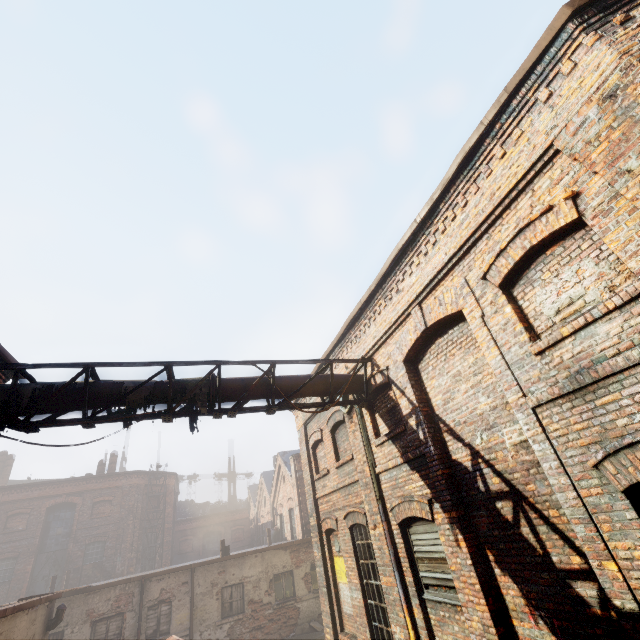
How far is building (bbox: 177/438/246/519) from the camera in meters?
41.9

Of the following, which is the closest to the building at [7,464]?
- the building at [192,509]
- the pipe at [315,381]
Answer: the building at [192,509]

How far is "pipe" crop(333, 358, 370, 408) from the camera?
7.9 meters

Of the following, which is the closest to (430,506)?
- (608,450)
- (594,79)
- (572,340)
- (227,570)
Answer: (608,450)

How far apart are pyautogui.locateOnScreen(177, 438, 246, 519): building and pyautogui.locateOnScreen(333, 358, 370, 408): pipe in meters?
43.2 m

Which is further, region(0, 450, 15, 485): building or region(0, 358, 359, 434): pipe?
region(0, 450, 15, 485): building

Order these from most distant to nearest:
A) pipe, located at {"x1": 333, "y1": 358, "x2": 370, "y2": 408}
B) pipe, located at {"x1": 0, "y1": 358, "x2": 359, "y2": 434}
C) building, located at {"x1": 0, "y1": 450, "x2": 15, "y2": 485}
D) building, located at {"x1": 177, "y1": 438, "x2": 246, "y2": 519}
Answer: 1. building, located at {"x1": 177, "y1": 438, "x2": 246, "y2": 519}
2. building, located at {"x1": 0, "y1": 450, "x2": 15, "y2": 485}
3. pipe, located at {"x1": 333, "y1": 358, "x2": 370, "y2": 408}
4. pipe, located at {"x1": 0, "y1": 358, "x2": 359, "y2": 434}

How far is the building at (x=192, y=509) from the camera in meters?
41.9 m
